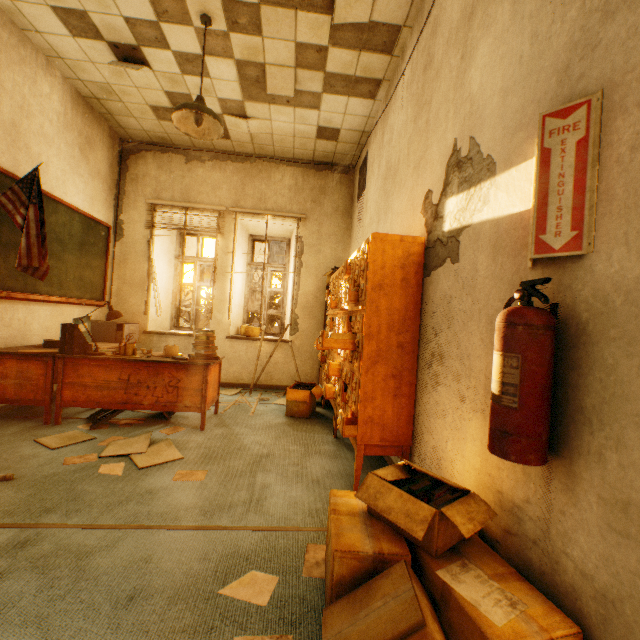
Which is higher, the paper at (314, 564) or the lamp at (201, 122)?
the lamp at (201, 122)

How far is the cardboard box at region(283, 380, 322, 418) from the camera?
3.91m

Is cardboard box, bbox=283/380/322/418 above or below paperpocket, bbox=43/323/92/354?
below

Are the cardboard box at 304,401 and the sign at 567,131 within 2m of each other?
no

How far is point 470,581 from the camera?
1.08m

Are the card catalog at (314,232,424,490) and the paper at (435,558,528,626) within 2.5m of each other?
yes

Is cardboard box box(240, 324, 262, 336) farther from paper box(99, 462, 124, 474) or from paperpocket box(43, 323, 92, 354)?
paper box(99, 462, 124, 474)

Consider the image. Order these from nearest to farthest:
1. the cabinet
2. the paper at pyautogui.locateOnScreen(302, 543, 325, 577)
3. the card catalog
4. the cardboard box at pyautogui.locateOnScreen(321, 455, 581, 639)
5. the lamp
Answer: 1. the cardboard box at pyautogui.locateOnScreen(321, 455, 581, 639)
2. the paper at pyautogui.locateOnScreen(302, 543, 325, 577)
3. the card catalog
4. the lamp
5. the cabinet
